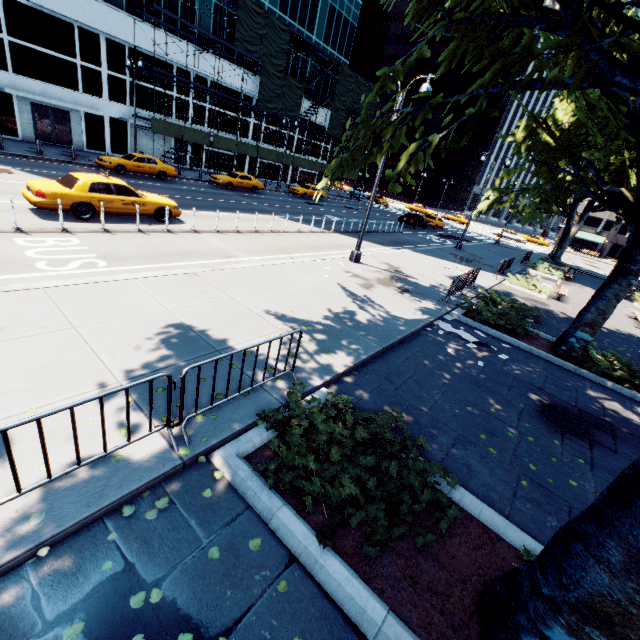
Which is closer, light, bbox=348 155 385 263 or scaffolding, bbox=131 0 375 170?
light, bbox=348 155 385 263

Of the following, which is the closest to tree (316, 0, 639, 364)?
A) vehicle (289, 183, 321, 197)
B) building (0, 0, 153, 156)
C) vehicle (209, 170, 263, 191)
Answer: vehicle (209, 170, 263, 191)

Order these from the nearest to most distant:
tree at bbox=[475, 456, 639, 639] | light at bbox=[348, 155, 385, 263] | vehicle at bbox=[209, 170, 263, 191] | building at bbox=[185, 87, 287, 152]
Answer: tree at bbox=[475, 456, 639, 639] < light at bbox=[348, 155, 385, 263] < vehicle at bbox=[209, 170, 263, 191] < building at bbox=[185, 87, 287, 152]

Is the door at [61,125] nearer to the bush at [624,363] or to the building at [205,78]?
the building at [205,78]

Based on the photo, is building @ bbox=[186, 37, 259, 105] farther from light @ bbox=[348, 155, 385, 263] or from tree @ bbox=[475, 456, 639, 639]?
light @ bbox=[348, 155, 385, 263]

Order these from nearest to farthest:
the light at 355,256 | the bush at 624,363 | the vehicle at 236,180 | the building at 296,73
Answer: the bush at 624,363 → the light at 355,256 → the vehicle at 236,180 → the building at 296,73

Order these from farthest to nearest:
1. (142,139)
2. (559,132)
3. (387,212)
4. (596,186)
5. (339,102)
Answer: (387,212)
(339,102)
(142,139)
(559,132)
(596,186)

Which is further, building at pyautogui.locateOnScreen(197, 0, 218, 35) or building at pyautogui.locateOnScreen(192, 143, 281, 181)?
building at pyautogui.locateOnScreen(192, 143, 281, 181)
